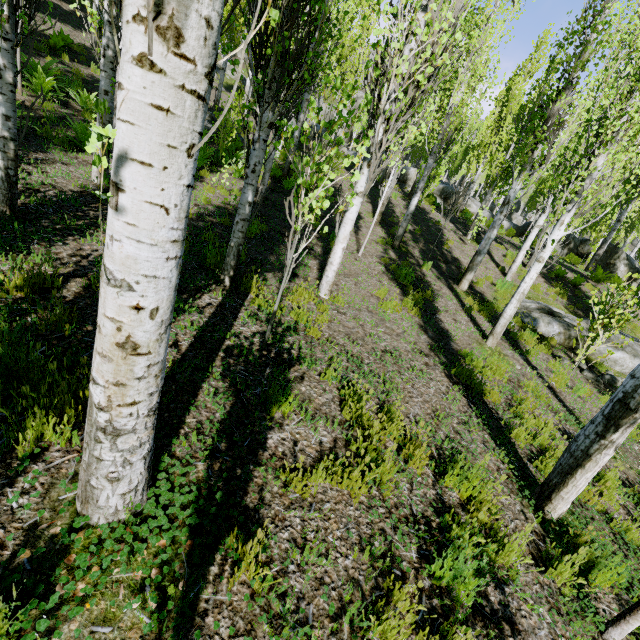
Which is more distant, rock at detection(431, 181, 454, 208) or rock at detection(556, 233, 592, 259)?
rock at detection(431, 181, 454, 208)

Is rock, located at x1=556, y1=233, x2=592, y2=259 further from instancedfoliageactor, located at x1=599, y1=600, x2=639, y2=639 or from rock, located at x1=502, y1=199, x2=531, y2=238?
rock, located at x1=502, y1=199, x2=531, y2=238

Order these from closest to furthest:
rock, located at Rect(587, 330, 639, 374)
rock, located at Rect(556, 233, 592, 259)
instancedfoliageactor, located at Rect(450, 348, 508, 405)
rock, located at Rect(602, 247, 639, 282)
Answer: instancedfoliageactor, located at Rect(450, 348, 508, 405) → rock, located at Rect(587, 330, 639, 374) → rock, located at Rect(602, 247, 639, 282) → rock, located at Rect(556, 233, 592, 259)

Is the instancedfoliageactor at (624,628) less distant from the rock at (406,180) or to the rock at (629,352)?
the rock at (406,180)

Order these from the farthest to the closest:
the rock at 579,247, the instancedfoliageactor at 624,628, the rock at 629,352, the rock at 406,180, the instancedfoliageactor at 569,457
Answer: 1. the rock at 406,180
2. the rock at 579,247
3. the rock at 629,352
4. the instancedfoliageactor at 569,457
5. the instancedfoliageactor at 624,628

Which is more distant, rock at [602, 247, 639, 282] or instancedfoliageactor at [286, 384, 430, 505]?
rock at [602, 247, 639, 282]

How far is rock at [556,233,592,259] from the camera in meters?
21.3

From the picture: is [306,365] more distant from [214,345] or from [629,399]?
[629,399]
